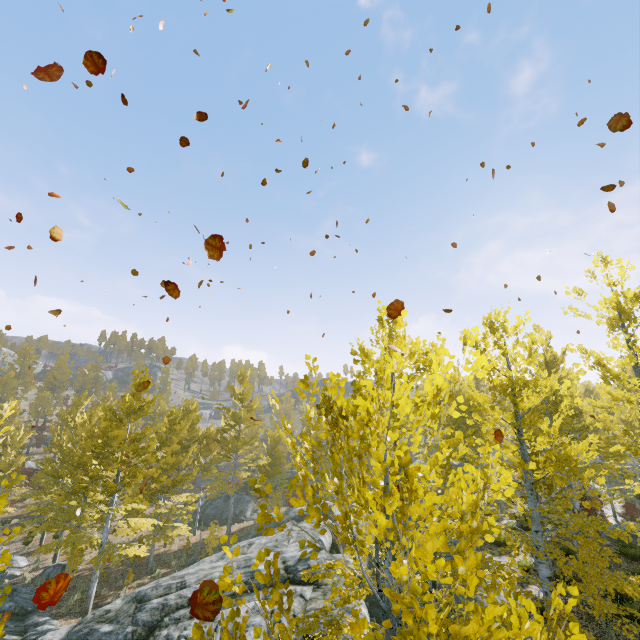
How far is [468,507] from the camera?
2.4 meters

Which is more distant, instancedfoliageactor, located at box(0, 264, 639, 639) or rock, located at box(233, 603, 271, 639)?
rock, located at box(233, 603, 271, 639)

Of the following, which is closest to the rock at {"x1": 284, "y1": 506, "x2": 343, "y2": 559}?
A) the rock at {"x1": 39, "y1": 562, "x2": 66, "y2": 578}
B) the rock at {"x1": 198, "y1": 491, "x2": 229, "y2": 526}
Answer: the rock at {"x1": 39, "y1": 562, "x2": 66, "y2": 578}

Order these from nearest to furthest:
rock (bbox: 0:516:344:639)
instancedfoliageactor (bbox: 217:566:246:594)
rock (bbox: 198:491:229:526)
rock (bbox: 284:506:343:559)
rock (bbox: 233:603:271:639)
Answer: instancedfoliageactor (bbox: 217:566:246:594)
rock (bbox: 233:603:271:639)
rock (bbox: 0:516:344:639)
rock (bbox: 284:506:343:559)
rock (bbox: 198:491:229:526)

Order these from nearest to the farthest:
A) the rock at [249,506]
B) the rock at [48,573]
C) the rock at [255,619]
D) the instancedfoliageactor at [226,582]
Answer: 1. the instancedfoliageactor at [226,582]
2. the rock at [255,619]
3. the rock at [48,573]
4. the rock at [249,506]

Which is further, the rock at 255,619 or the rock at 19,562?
the rock at 19,562

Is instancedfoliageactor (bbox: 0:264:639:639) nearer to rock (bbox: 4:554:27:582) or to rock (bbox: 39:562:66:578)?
rock (bbox: 4:554:27:582)

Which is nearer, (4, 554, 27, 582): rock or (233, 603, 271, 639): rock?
(233, 603, 271, 639): rock
